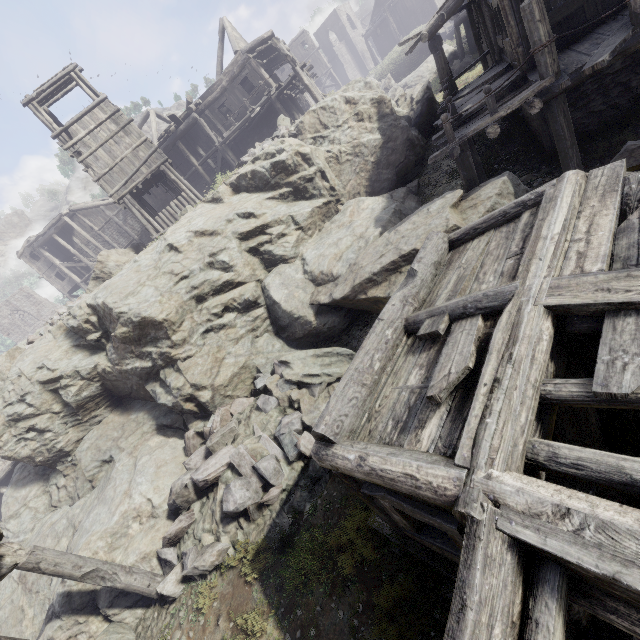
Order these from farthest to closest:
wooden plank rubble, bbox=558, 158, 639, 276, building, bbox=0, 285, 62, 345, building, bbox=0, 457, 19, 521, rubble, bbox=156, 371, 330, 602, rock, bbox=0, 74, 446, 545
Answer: building, bbox=0, 285, 62, 345 < building, bbox=0, 457, 19, 521 < rock, bbox=0, 74, 446, 545 < rubble, bbox=156, 371, 330, 602 < wooden plank rubble, bbox=558, 158, 639, 276

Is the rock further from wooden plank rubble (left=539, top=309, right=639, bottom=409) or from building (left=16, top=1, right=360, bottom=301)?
wooden plank rubble (left=539, top=309, right=639, bottom=409)

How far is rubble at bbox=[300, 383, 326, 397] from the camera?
9.3m

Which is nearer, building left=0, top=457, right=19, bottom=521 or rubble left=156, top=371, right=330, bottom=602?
rubble left=156, top=371, right=330, bottom=602

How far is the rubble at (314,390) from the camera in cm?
933

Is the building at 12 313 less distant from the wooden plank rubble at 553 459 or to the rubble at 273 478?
the wooden plank rubble at 553 459

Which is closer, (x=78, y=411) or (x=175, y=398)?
(x=175, y=398)

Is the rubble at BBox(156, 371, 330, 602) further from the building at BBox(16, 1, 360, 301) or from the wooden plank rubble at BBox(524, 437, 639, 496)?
the wooden plank rubble at BBox(524, 437, 639, 496)
